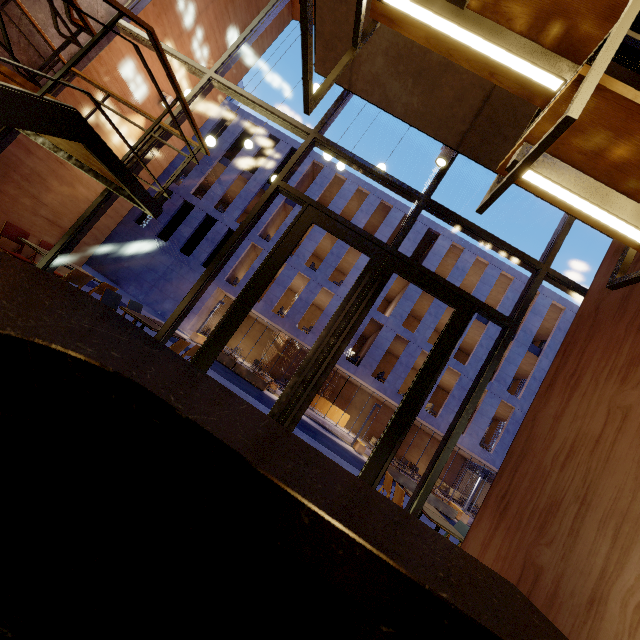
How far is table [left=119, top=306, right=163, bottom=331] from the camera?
4.9m

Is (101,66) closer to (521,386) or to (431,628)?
(431,628)

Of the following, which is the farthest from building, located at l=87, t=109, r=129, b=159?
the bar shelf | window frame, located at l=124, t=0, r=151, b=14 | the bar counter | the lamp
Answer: the lamp

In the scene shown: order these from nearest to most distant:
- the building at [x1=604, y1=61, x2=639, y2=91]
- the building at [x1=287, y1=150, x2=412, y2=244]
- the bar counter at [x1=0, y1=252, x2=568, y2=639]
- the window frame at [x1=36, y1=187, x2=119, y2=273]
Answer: the bar counter at [x1=0, y1=252, x2=568, y2=639]
the building at [x1=604, y1=61, x2=639, y2=91]
the window frame at [x1=36, y1=187, x2=119, y2=273]
the building at [x1=287, y1=150, x2=412, y2=244]

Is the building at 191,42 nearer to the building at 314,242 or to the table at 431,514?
the table at 431,514

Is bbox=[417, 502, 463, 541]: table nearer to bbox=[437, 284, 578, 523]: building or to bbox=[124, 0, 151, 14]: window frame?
bbox=[124, 0, 151, 14]: window frame

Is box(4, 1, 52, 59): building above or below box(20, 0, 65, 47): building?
below

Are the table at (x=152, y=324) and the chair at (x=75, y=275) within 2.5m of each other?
yes
